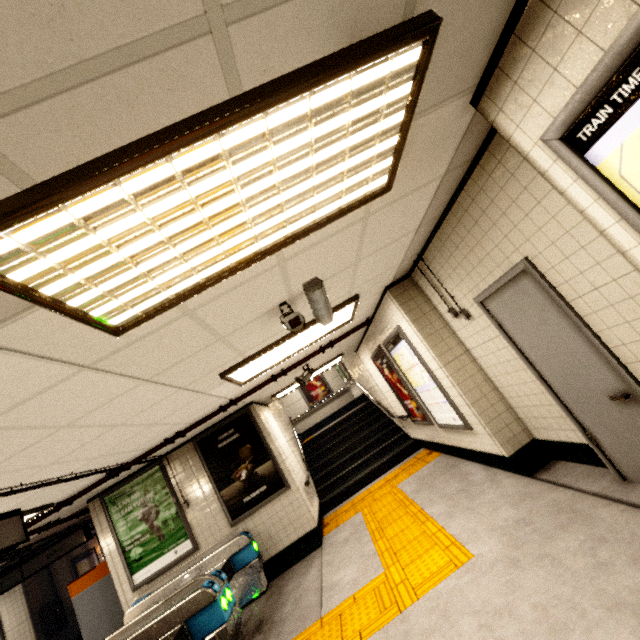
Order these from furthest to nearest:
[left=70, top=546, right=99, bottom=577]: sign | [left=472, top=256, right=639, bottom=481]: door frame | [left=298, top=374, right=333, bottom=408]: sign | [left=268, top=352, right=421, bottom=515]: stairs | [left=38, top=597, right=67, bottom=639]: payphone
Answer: [left=298, top=374, right=333, bottom=408]: sign
[left=70, top=546, right=99, bottom=577]: sign
[left=38, top=597, right=67, bottom=639]: payphone
[left=268, top=352, right=421, bottom=515]: stairs
[left=472, top=256, right=639, bottom=481]: door frame

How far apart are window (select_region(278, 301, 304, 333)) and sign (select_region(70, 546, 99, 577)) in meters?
15.1 m

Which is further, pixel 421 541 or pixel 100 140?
pixel 421 541

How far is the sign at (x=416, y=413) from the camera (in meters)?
6.13

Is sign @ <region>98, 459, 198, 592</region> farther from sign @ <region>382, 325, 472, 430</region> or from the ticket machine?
sign @ <region>382, 325, 472, 430</region>

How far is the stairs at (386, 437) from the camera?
8.12m

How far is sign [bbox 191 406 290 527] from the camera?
6.1m

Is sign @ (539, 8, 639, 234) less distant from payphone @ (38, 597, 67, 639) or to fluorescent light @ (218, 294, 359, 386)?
fluorescent light @ (218, 294, 359, 386)
